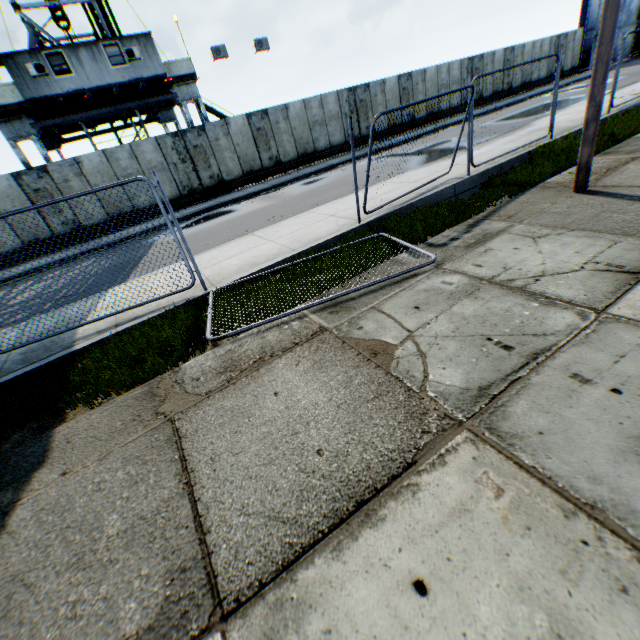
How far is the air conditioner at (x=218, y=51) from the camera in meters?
18.2 m

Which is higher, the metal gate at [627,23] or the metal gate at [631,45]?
the metal gate at [627,23]

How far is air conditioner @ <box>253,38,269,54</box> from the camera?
19.18m

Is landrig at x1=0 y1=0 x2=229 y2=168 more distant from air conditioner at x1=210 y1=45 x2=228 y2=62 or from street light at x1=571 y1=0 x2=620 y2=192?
street light at x1=571 y1=0 x2=620 y2=192

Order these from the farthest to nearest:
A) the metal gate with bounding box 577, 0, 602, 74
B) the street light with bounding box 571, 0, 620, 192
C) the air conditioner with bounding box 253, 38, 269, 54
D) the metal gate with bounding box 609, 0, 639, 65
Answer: the metal gate with bounding box 609, 0, 639, 65 < the metal gate with bounding box 577, 0, 602, 74 < the air conditioner with bounding box 253, 38, 269, 54 < the street light with bounding box 571, 0, 620, 192

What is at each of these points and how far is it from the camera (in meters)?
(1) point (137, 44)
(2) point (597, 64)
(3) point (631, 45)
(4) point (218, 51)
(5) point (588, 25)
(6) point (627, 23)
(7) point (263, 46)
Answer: (1) landrig, 16.84
(2) street light, 4.89
(3) metal gate, 32.97
(4) air conditioner, 18.36
(5) metal gate, 28.50
(6) metal gate, 31.41
(7) air conditioner, 19.39

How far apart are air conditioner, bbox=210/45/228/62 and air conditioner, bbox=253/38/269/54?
1.8 meters

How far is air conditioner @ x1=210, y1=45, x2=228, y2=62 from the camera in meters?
18.2
